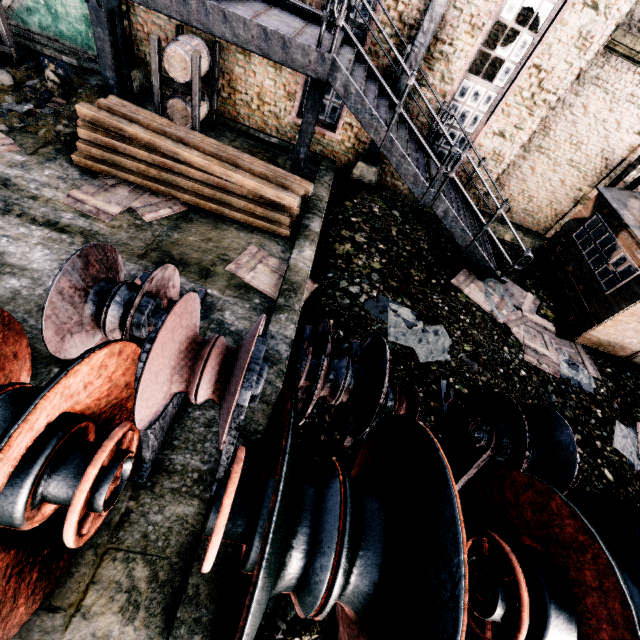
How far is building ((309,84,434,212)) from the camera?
10.80m

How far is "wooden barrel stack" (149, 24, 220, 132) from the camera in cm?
817

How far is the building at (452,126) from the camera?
10.7 meters

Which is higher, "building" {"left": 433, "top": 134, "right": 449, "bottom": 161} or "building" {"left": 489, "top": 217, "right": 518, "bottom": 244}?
"building" {"left": 433, "top": 134, "right": 449, "bottom": 161}

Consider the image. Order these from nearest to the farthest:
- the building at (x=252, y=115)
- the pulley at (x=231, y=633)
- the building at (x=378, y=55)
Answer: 1. the pulley at (x=231, y=633)
2. the building at (x=378, y=55)
3. the building at (x=252, y=115)

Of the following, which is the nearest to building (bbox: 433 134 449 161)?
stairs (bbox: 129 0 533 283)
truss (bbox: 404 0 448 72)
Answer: truss (bbox: 404 0 448 72)

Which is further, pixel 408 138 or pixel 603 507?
pixel 408 138

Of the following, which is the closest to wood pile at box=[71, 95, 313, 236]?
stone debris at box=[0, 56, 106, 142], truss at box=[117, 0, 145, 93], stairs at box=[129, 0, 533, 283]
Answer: stone debris at box=[0, 56, 106, 142]
